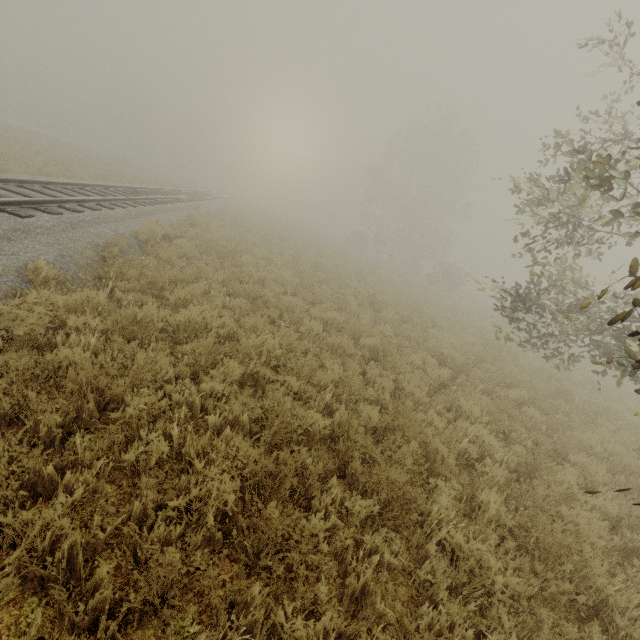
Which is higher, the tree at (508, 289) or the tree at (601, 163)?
the tree at (601, 163)

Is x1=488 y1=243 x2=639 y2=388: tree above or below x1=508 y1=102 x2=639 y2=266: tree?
below

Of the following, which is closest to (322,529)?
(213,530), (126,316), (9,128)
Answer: (213,530)
